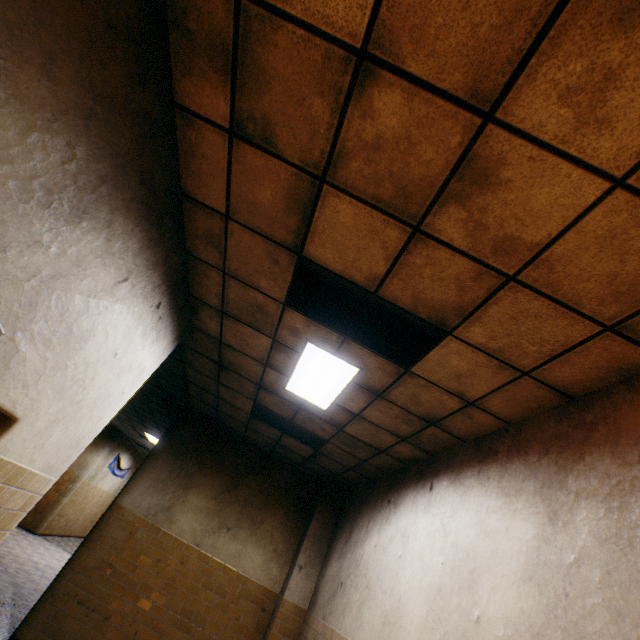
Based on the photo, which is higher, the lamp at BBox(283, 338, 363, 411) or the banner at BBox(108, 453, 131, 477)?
the lamp at BBox(283, 338, 363, 411)

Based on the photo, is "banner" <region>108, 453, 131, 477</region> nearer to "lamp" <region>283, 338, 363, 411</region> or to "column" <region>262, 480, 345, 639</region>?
"column" <region>262, 480, 345, 639</region>

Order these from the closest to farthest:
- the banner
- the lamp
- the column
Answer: the lamp
the column
the banner

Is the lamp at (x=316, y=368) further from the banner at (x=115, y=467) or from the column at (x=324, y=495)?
the banner at (x=115, y=467)

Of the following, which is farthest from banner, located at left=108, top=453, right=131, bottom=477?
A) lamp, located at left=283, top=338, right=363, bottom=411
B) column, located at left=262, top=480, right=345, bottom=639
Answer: lamp, located at left=283, top=338, right=363, bottom=411

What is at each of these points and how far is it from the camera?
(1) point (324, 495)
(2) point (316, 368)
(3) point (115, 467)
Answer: (1) column, 6.5m
(2) lamp, 3.7m
(3) banner, 14.6m

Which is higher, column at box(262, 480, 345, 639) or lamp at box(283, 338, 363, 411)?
lamp at box(283, 338, 363, 411)
